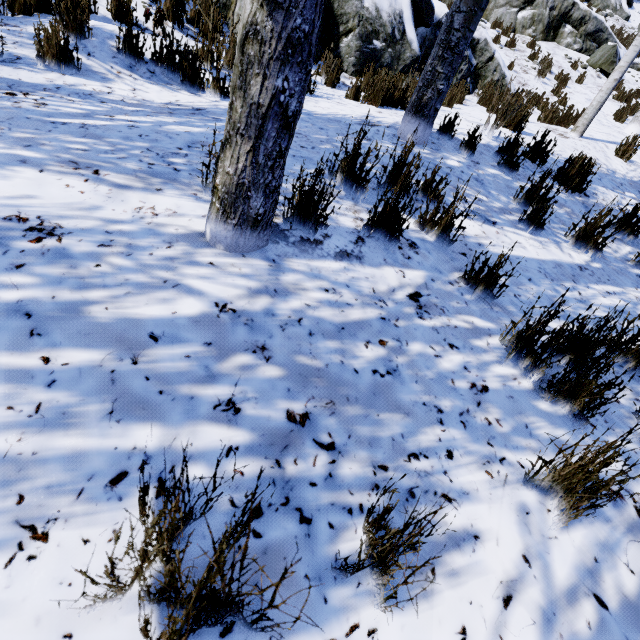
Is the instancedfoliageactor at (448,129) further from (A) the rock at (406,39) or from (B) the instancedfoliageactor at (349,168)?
(A) the rock at (406,39)

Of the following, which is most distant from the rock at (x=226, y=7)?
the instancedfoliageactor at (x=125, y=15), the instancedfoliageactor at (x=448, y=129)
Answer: the instancedfoliageactor at (x=448, y=129)

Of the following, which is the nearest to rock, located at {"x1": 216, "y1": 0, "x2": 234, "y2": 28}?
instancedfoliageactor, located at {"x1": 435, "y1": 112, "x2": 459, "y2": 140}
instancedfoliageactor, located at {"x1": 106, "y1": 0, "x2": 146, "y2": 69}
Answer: instancedfoliageactor, located at {"x1": 106, "y1": 0, "x2": 146, "y2": 69}

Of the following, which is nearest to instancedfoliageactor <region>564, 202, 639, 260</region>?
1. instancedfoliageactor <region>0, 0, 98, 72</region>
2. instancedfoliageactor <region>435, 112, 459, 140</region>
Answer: instancedfoliageactor <region>435, 112, 459, 140</region>

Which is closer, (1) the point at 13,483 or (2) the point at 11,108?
(1) the point at 13,483

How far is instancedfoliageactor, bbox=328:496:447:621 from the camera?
0.81m

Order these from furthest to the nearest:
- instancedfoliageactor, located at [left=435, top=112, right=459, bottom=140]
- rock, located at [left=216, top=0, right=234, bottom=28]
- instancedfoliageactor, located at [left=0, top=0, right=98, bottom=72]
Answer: rock, located at [left=216, top=0, right=234, bottom=28]
instancedfoliageactor, located at [left=435, top=112, right=459, bottom=140]
instancedfoliageactor, located at [left=0, top=0, right=98, bottom=72]

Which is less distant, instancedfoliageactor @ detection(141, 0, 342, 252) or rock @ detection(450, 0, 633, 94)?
instancedfoliageactor @ detection(141, 0, 342, 252)
